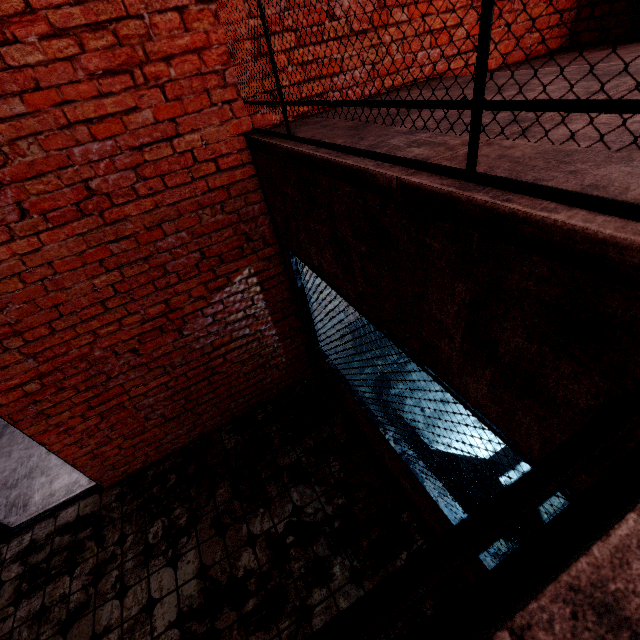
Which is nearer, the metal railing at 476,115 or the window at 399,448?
the metal railing at 476,115

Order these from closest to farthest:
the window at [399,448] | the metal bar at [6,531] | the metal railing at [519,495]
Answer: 1. the metal railing at [519,495]
2. the window at [399,448]
3. the metal bar at [6,531]

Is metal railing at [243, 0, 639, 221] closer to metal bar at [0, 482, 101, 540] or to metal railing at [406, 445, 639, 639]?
metal railing at [406, 445, 639, 639]

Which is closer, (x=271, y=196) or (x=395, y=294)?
(x=395, y=294)

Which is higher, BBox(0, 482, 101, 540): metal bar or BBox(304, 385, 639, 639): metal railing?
BBox(304, 385, 639, 639): metal railing

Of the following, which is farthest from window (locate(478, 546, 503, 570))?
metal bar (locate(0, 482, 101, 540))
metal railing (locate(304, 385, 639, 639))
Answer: metal bar (locate(0, 482, 101, 540))

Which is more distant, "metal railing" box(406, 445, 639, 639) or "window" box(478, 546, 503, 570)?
"window" box(478, 546, 503, 570)

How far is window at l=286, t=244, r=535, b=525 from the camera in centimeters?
151cm
